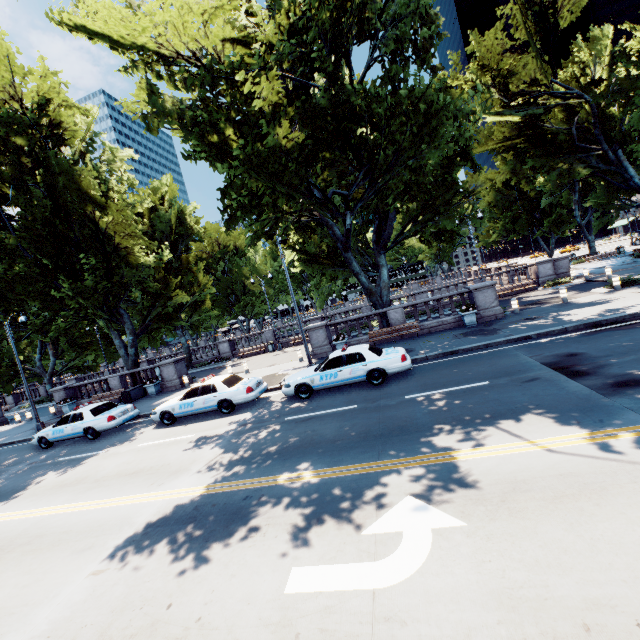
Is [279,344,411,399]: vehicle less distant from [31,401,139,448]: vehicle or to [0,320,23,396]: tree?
[0,320,23,396]: tree

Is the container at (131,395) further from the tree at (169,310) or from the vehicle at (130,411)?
the vehicle at (130,411)

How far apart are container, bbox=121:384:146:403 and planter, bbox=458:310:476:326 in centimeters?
2188cm

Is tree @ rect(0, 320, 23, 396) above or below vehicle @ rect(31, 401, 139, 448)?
above

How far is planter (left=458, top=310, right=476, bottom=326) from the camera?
17.58m

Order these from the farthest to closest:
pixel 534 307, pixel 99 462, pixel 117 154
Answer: pixel 117 154 < pixel 534 307 < pixel 99 462

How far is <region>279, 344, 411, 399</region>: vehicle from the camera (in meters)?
12.03

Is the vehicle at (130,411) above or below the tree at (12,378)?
below
